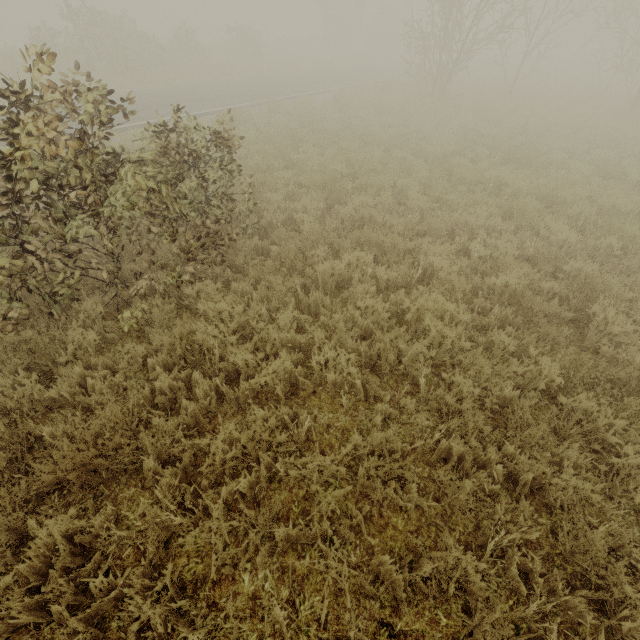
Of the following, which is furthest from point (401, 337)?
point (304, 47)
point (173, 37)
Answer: point (304, 47)
